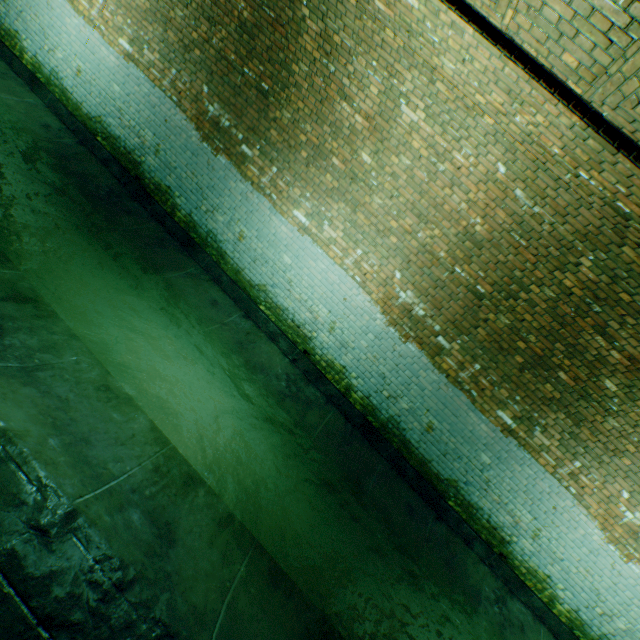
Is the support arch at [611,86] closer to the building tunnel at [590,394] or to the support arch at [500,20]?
the building tunnel at [590,394]

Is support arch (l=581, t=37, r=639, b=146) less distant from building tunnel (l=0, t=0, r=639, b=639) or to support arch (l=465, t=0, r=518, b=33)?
building tunnel (l=0, t=0, r=639, b=639)

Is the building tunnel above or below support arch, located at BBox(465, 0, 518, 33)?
below

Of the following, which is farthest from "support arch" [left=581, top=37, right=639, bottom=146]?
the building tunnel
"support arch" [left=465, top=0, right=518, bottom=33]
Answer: "support arch" [left=465, top=0, right=518, bottom=33]

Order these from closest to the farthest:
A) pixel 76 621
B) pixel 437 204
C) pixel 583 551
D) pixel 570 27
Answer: pixel 76 621 → pixel 570 27 → pixel 437 204 → pixel 583 551

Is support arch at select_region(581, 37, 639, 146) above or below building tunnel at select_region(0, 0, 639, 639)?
above
